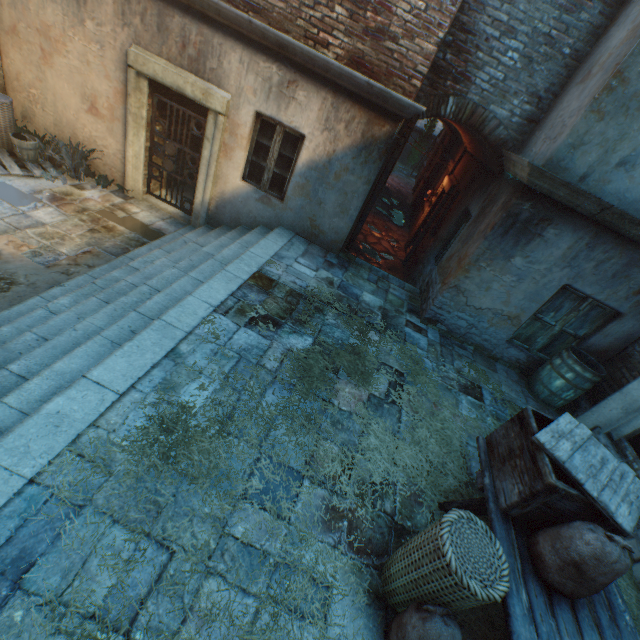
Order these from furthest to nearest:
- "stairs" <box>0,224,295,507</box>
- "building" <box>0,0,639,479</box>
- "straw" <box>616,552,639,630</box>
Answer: "building" <box>0,0,639,479</box>, "straw" <box>616,552,639,630</box>, "stairs" <box>0,224,295,507</box>

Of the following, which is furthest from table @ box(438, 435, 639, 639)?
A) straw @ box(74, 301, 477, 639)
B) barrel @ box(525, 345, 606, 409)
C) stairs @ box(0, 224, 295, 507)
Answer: stairs @ box(0, 224, 295, 507)

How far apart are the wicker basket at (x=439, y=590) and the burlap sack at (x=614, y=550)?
0.40m

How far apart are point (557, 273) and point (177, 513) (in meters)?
5.87

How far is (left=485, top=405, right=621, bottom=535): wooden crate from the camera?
2.3m

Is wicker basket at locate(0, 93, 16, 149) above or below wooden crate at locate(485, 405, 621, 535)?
below

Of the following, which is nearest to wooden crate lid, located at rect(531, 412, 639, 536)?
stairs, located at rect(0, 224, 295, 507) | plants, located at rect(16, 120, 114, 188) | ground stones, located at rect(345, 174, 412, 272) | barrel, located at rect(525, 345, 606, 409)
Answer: barrel, located at rect(525, 345, 606, 409)

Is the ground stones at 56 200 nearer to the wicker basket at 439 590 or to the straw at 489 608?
the straw at 489 608
